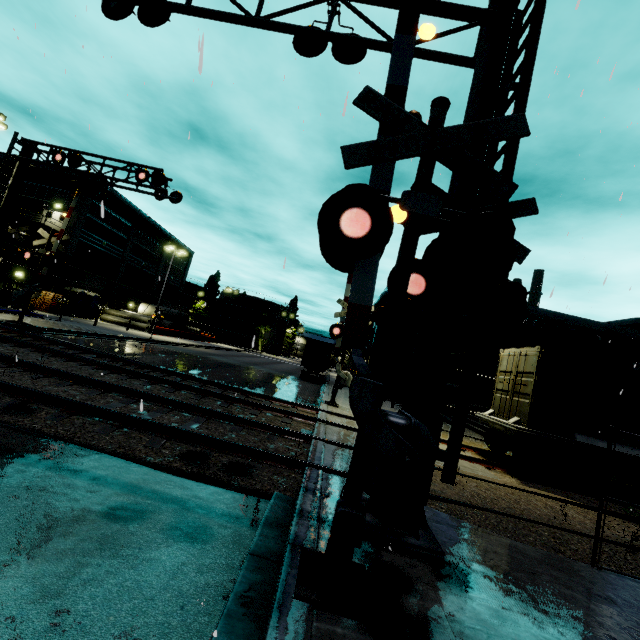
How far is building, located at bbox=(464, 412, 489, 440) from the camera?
17.3 meters

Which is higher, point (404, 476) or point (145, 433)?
point (404, 476)

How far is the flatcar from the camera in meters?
Result: 9.8

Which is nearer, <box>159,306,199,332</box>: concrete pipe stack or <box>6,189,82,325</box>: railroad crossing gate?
<box>6,189,82,325</box>: railroad crossing gate

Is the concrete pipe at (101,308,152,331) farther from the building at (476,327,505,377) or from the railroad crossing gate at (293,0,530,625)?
the railroad crossing gate at (293,0,530,625)

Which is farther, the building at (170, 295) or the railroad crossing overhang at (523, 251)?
the building at (170, 295)

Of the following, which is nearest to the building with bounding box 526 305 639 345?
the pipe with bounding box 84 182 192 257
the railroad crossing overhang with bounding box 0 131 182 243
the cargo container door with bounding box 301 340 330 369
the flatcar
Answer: the pipe with bounding box 84 182 192 257

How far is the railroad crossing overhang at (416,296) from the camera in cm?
414
